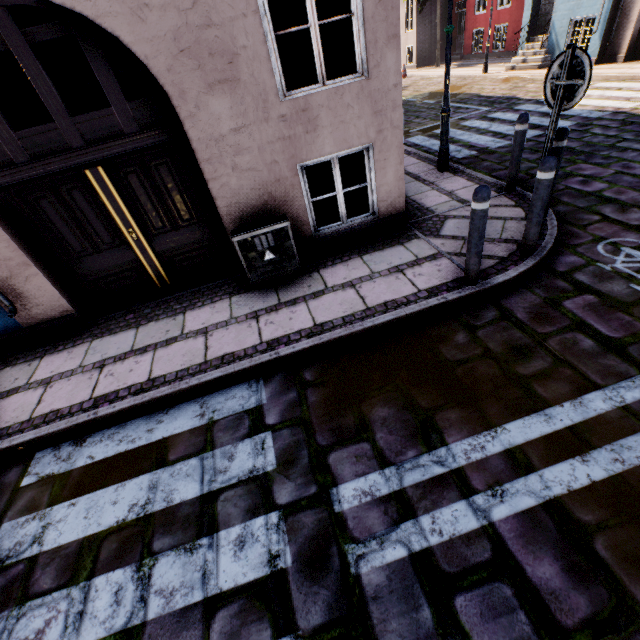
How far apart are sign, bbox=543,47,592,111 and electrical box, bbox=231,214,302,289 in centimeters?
321cm

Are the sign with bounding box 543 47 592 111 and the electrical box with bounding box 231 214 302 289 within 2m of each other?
no

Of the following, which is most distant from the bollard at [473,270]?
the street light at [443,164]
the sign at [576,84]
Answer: the street light at [443,164]

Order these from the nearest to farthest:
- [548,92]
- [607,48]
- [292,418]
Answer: [292,418] < [548,92] < [607,48]

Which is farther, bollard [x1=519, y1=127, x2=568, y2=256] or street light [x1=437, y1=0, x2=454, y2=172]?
street light [x1=437, y1=0, x2=454, y2=172]

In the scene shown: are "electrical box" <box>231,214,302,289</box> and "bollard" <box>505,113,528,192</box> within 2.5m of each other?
no

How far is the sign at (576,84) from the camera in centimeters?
307cm

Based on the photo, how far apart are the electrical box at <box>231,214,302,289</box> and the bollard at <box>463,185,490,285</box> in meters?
2.2 m
